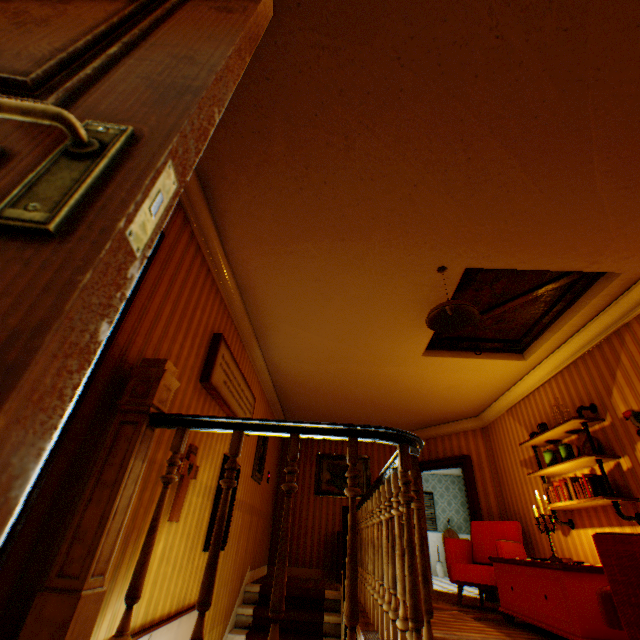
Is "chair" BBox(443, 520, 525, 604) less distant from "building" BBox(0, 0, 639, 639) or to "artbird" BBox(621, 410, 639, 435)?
"building" BBox(0, 0, 639, 639)

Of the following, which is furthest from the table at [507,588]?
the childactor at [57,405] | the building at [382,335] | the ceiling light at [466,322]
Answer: the childactor at [57,405]

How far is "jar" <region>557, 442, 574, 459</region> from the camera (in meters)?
4.14

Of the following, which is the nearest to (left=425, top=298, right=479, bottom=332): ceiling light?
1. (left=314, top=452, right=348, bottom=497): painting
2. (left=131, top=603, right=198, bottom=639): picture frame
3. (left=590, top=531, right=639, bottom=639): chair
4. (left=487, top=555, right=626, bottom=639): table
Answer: (left=590, top=531, right=639, bottom=639): chair

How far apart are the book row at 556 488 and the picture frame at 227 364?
4.3m

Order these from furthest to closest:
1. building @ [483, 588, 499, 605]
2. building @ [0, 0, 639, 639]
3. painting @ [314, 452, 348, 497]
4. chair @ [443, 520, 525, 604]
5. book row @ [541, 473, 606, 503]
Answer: painting @ [314, 452, 348, 497]
building @ [483, 588, 499, 605]
chair @ [443, 520, 525, 604]
book row @ [541, 473, 606, 503]
building @ [0, 0, 639, 639]

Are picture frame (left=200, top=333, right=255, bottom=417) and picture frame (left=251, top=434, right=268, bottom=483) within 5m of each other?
yes

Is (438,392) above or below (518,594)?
above
